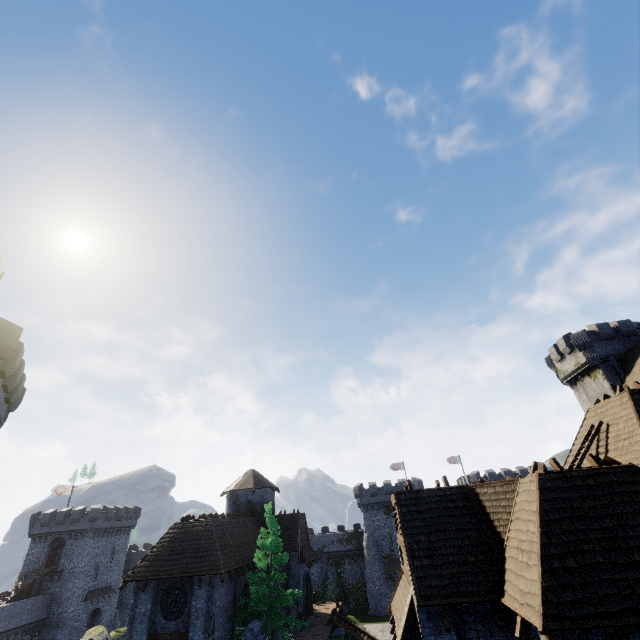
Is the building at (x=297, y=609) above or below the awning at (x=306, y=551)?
below

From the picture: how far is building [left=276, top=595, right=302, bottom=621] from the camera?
29.0 meters

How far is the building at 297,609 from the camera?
29.0 meters

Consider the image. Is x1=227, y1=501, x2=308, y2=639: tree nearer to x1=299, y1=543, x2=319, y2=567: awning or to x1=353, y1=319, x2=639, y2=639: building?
x1=299, y1=543, x2=319, y2=567: awning

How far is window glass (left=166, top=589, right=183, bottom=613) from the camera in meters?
21.3 m

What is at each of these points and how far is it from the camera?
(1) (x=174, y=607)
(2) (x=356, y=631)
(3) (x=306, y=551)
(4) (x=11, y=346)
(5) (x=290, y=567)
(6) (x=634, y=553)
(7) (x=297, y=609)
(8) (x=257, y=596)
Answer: (1) window glass, 21.3m
(2) stairs, 30.8m
(3) awning, 33.5m
(4) building, 16.7m
(5) building, 30.8m
(6) building, 8.2m
(7) building, 29.1m
(8) tree, 21.9m

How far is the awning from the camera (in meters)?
31.19

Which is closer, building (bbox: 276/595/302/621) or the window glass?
the window glass
